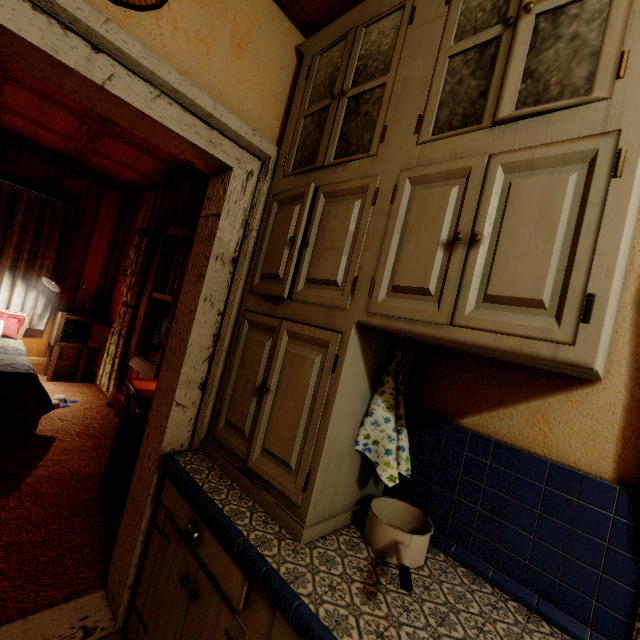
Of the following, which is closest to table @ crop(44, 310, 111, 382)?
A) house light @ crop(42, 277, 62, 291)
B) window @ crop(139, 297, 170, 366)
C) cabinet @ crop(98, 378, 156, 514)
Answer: house light @ crop(42, 277, 62, 291)

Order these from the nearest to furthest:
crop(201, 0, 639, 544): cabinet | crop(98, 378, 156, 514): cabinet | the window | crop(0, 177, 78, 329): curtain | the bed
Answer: crop(201, 0, 639, 544): cabinet → crop(98, 378, 156, 514): cabinet → the bed → the window → crop(0, 177, 78, 329): curtain

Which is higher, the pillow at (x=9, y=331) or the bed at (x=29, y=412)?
the pillow at (x=9, y=331)

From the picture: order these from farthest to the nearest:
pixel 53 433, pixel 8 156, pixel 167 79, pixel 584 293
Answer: pixel 8 156 → pixel 53 433 → pixel 167 79 → pixel 584 293

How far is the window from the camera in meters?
3.4 m

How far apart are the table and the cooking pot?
4.4m

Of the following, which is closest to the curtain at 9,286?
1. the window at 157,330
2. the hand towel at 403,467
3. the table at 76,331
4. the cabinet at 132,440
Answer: the table at 76,331

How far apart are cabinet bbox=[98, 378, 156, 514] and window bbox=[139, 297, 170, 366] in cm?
62
